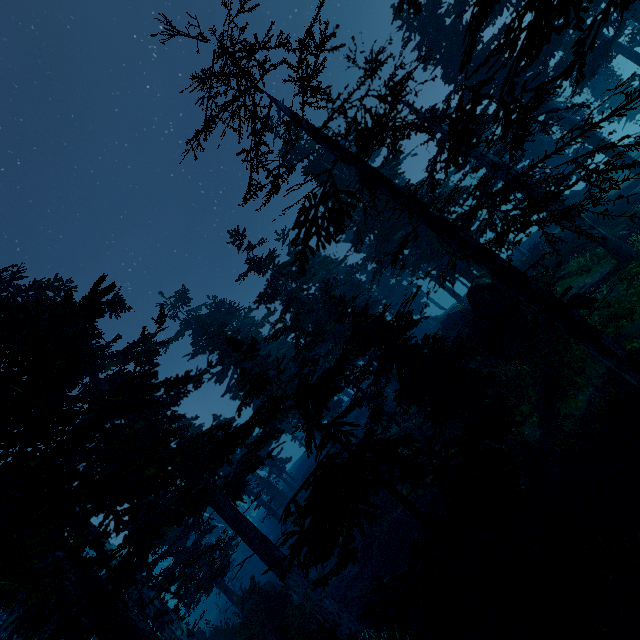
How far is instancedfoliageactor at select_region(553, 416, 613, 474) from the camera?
11.5 meters

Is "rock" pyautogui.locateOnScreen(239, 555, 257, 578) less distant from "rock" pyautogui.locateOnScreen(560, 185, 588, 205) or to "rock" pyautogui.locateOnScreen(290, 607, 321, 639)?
"rock" pyautogui.locateOnScreen(290, 607, 321, 639)

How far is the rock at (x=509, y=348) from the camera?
16.5m

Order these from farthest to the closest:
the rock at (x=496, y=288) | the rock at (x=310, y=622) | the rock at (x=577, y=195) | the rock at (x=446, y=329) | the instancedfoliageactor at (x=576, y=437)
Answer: the rock at (x=577, y=195), the rock at (x=446, y=329), the rock at (x=496, y=288), the rock at (x=310, y=622), the instancedfoliageactor at (x=576, y=437)

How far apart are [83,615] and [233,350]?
6.9 meters

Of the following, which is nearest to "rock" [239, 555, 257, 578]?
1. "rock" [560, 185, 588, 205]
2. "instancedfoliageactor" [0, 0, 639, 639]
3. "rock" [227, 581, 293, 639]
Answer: "instancedfoliageactor" [0, 0, 639, 639]

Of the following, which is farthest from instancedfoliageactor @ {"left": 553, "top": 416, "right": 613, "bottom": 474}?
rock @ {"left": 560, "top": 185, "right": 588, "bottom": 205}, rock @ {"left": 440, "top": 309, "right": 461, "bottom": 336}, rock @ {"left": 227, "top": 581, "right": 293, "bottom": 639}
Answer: rock @ {"left": 440, "top": 309, "right": 461, "bottom": 336}

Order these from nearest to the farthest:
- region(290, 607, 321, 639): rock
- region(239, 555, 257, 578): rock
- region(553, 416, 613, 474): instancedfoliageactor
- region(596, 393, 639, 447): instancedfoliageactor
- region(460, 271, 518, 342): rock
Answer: region(596, 393, 639, 447): instancedfoliageactor, region(553, 416, 613, 474): instancedfoliageactor, region(290, 607, 321, 639): rock, region(460, 271, 518, 342): rock, region(239, 555, 257, 578): rock
